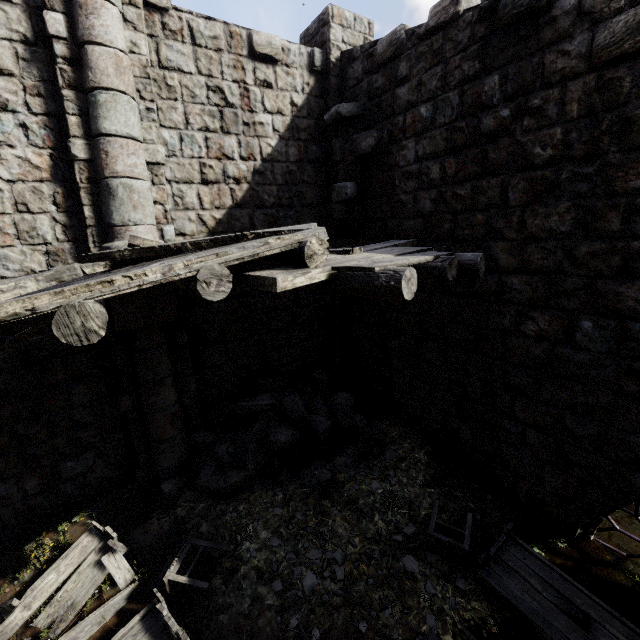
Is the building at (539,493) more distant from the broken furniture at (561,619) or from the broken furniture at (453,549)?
the broken furniture at (453,549)

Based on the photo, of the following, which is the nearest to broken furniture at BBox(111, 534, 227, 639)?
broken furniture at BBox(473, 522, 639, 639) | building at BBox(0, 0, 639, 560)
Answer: building at BBox(0, 0, 639, 560)

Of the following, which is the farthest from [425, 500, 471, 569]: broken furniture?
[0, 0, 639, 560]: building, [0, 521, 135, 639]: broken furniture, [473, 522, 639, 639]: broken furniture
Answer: [0, 521, 135, 639]: broken furniture

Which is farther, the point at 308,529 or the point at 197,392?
the point at 197,392

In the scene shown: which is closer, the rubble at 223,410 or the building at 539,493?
the building at 539,493

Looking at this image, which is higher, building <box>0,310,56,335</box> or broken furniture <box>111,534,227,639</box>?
building <box>0,310,56,335</box>

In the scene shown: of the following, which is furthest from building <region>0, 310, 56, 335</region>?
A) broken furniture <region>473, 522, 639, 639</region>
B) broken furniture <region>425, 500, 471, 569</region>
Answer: broken furniture <region>425, 500, 471, 569</region>

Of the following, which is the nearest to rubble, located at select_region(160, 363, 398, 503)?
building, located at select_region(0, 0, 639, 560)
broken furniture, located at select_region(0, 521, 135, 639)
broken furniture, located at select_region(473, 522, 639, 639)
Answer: building, located at select_region(0, 0, 639, 560)
